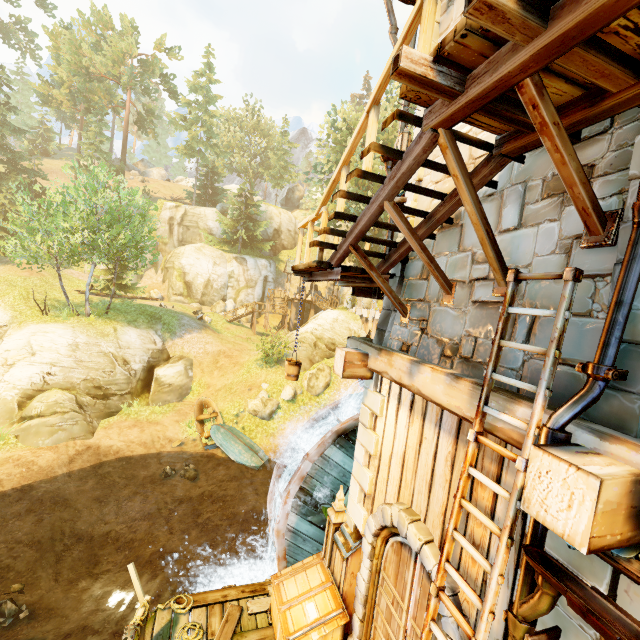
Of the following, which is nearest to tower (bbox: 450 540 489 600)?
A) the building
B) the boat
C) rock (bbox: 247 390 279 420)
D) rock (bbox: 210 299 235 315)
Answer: the building

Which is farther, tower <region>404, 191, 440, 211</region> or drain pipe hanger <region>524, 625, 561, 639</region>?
tower <region>404, 191, 440, 211</region>

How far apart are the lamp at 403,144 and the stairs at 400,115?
1.4 meters

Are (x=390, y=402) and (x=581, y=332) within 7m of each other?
yes

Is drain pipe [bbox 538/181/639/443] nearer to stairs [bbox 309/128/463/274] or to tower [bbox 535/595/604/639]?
tower [bbox 535/595/604/639]

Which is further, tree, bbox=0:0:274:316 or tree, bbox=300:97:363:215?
tree, bbox=300:97:363:215

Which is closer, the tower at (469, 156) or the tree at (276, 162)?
the tower at (469, 156)

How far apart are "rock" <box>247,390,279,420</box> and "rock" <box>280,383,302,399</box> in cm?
36
